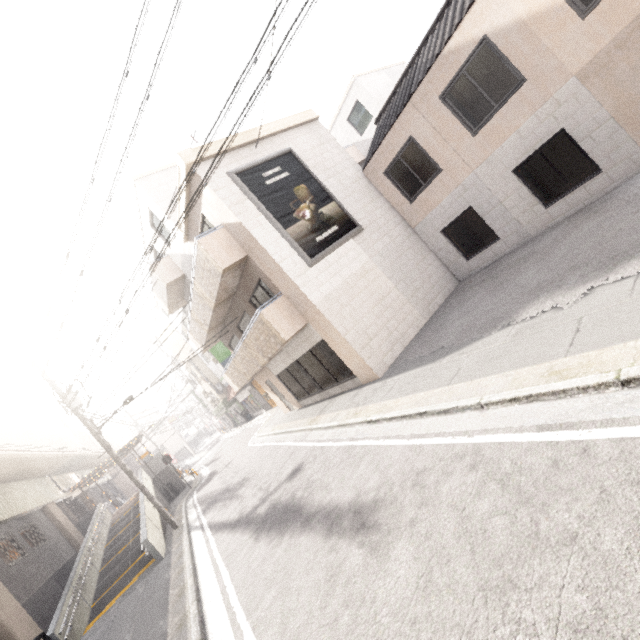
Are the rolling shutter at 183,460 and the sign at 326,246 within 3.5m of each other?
no

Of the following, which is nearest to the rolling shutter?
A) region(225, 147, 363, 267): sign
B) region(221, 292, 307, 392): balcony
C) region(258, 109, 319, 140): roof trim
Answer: region(221, 292, 307, 392): balcony

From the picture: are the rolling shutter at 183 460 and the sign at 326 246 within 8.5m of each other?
no

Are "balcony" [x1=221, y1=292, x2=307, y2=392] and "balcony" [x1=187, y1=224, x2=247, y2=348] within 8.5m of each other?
yes

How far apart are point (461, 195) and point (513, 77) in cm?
322

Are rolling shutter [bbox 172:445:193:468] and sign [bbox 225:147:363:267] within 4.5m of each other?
no

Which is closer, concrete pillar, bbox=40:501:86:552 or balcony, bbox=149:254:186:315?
balcony, bbox=149:254:186:315

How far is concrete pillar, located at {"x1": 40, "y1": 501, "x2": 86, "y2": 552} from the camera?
18.2 meters
